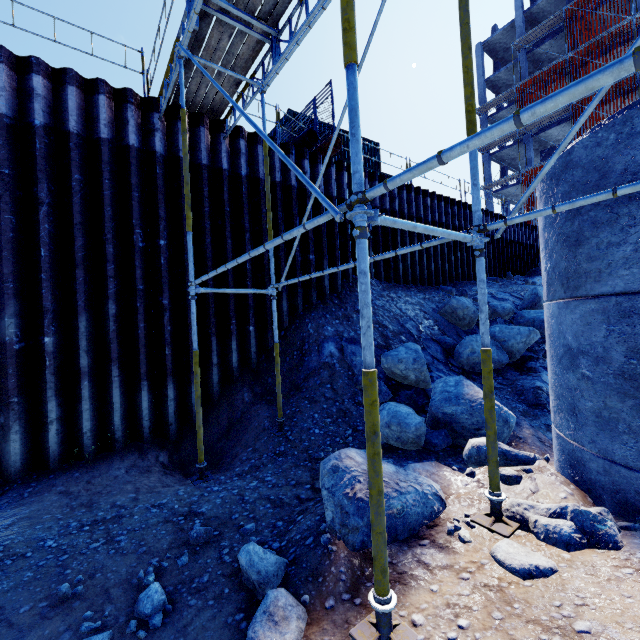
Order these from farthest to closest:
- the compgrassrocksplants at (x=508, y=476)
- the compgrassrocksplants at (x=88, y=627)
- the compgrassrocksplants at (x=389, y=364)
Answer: the compgrassrocksplants at (x=389, y=364) → the compgrassrocksplants at (x=508, y=476) → the compgrassrocksplants at (x=88, y=627)

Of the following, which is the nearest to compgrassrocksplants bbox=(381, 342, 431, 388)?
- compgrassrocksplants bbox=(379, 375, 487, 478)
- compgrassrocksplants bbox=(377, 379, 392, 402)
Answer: compgrassrocksplants bbox=(377, 379, 392, 402)

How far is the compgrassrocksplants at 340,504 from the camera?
2.83m

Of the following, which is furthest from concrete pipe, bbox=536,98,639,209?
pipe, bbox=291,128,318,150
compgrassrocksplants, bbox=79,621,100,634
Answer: pipe, bbox=291,128,318,150

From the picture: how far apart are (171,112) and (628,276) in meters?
8.8 m

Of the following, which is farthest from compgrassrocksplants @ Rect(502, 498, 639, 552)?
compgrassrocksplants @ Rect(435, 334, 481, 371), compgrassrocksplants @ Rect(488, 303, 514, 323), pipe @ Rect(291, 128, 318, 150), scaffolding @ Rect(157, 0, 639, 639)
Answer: pipe @ Rect(291, 128, 318, 150)

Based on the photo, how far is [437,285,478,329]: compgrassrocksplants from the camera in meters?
9.5 m

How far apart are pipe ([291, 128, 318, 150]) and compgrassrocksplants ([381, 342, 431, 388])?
6.35m
